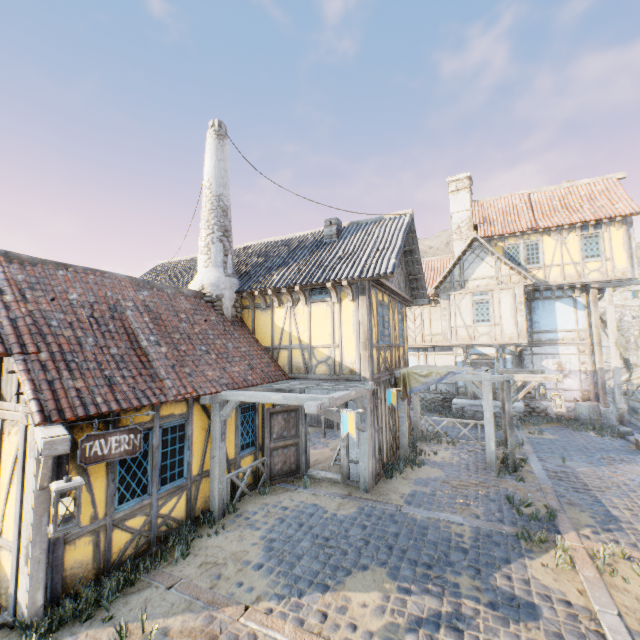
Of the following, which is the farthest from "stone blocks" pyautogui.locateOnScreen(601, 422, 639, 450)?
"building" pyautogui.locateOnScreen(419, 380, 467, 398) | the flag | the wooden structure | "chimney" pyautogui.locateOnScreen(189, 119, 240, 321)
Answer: "chimney" pyautogui.locateOnScreen(189, 119, 240, 321)

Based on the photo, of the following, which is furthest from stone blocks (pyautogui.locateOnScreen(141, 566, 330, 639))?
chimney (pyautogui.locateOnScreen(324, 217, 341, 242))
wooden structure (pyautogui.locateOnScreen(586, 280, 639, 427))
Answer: chimney (pyautogui.locateOnScreen(324, 217, 341, 242))

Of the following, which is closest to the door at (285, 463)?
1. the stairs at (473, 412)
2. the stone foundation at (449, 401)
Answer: the stairs at (473, 412)

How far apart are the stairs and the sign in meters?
14.9

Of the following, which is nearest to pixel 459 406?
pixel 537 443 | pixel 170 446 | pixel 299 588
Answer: pixel 537 443

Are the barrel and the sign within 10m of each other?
no

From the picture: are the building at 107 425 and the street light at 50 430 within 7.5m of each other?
yes

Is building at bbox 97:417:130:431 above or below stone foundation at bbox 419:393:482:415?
above
